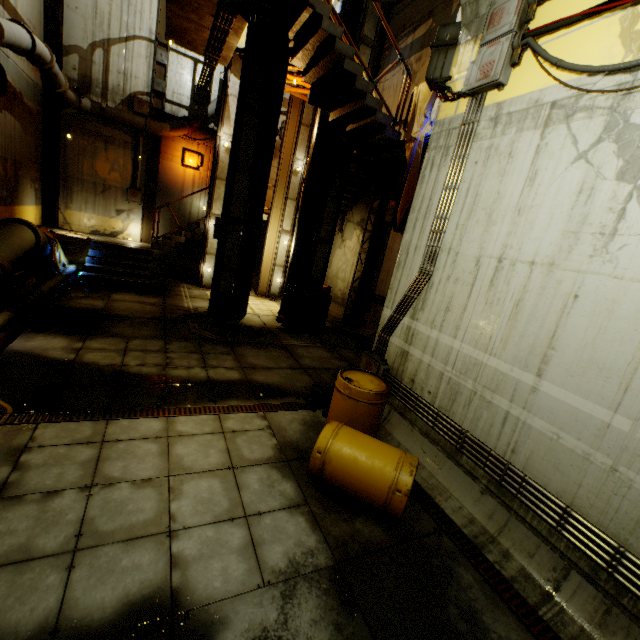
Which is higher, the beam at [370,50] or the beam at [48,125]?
the beam at [370,50]

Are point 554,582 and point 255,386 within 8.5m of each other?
yes

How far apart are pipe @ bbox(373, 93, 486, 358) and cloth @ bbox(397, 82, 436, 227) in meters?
2.8

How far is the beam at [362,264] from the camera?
11.6m

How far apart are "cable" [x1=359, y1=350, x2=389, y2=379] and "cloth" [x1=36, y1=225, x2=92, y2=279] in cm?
1008

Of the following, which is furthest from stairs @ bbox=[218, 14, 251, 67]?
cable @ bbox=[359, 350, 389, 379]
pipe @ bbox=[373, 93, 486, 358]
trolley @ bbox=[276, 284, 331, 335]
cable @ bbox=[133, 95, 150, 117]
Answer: cable @ bbox=[359, 350, 389, 379]

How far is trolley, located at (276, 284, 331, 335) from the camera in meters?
10.0 m

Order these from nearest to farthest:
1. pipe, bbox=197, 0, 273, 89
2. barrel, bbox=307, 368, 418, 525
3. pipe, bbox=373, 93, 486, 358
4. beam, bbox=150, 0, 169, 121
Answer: barrel, bbox=307, 368, 418, 525, pipe, bbox=373, 93, 486, 358, pipe, bbox=197, 0, 273, 89, beam, bbox=150, 0, 169, 121
